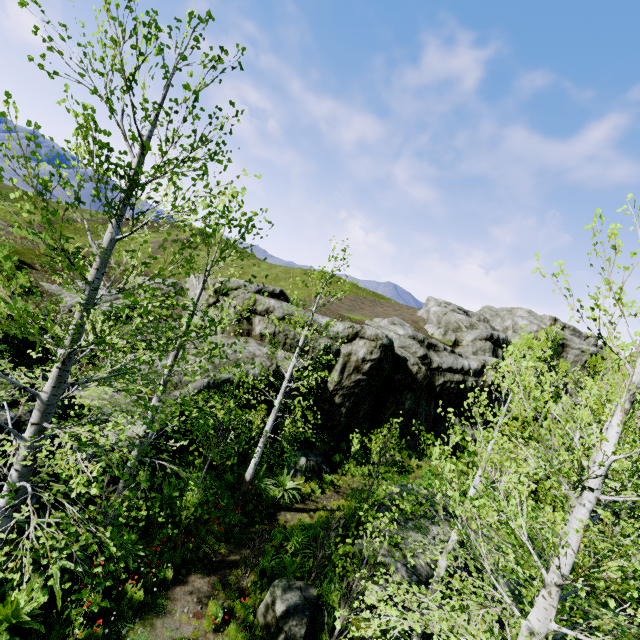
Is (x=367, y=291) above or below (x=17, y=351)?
above

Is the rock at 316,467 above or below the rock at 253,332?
below

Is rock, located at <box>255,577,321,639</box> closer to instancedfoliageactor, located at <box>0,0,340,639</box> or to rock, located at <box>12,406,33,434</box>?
instancedfoliageactor, located at <box>0,0,340,639</box>

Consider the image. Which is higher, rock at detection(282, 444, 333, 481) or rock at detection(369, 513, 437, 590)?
rock at detection(369, 513, 437, 590)

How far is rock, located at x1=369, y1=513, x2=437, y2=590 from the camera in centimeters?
970cm

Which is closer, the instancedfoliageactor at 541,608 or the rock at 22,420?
the instancedfoliageactor at 541,608

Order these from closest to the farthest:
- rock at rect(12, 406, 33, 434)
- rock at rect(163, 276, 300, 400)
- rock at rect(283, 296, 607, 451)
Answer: rock at rect(12, 406, 33, 434)
rock at rect(163, 276, 300, 400)
rock at rect(283, 296, 607, 451)
